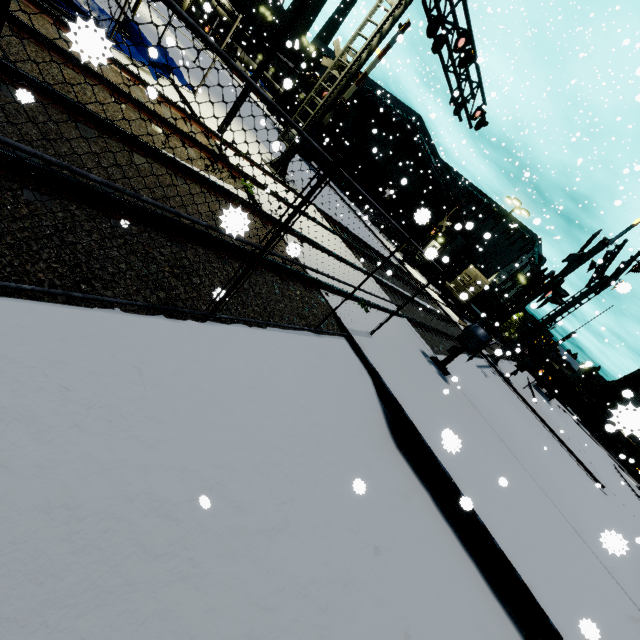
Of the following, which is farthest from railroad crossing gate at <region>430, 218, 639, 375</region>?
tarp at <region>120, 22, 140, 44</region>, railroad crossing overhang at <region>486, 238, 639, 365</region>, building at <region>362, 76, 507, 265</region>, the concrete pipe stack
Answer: the concrete pipe stack

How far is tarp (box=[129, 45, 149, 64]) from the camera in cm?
941

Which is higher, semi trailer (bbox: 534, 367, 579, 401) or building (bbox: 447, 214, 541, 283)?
building (bbox: 447, 214, 541, 283)

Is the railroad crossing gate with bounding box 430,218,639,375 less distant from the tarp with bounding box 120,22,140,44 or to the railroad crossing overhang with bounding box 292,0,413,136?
the railroad crossing overhang with bounding box 292,0,413,136

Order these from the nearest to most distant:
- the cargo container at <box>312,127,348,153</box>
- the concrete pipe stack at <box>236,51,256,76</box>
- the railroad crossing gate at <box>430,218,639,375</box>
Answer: the railroad crossing gate at <box>430,218,639,375</box>, the cargo container at <box>312,127,348,153</box>, the concrete pipe stack at <box>236,51,256,76</box>

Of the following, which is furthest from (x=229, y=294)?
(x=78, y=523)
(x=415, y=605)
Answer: (x=415, y=605)

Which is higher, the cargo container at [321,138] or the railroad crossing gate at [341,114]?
the railroad crossing gate at [341,114]

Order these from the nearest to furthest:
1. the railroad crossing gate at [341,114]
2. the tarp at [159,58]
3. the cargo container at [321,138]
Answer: the tarp at [159,58] < the railroad crossing gate at [341,114] < the cargo container at [321,138]
